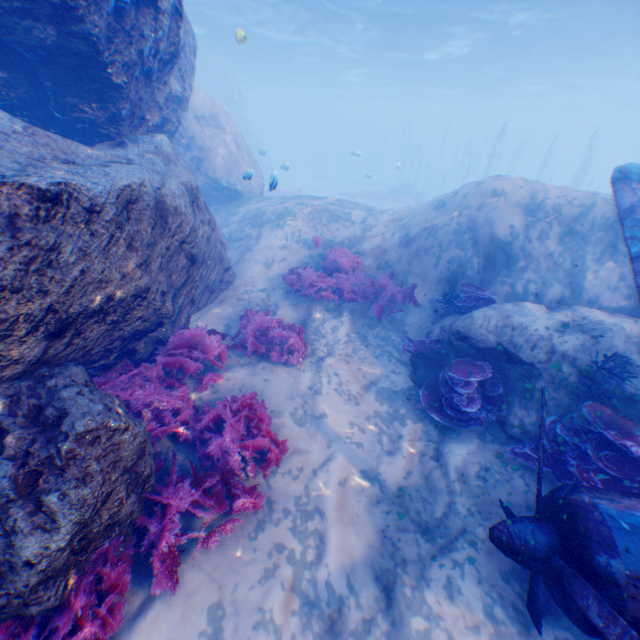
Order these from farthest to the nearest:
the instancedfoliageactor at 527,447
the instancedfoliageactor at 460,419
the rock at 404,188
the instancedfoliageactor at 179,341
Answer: the rock at 404,188, the instancedfoliageactor at 460,419, the instancedfoliageactor at 527,447, the instancedfoliageactor at 179,341

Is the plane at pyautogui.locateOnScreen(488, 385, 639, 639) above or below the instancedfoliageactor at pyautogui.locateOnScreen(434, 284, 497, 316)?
below

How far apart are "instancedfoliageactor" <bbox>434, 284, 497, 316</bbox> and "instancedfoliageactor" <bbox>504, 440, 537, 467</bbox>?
2.83m

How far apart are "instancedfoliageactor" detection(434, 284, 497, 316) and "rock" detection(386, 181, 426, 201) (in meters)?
27.28

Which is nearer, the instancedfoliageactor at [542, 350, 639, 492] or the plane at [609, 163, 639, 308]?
the instancedfoliageactor at [542, 350, 639, 492]

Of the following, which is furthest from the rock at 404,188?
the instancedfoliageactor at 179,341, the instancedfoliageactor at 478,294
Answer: the instancedfoliageactor at 179,341

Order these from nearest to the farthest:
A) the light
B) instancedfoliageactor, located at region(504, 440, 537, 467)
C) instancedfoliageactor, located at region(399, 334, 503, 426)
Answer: instancedfoliageactor, located at region(504, 440, 537, 467) → instancedfoliageactor, located at region(399, 334, 503, 426) → the light

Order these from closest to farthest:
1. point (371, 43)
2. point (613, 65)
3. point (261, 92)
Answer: point (371, 43), point (613, 65), point (261, 92)
